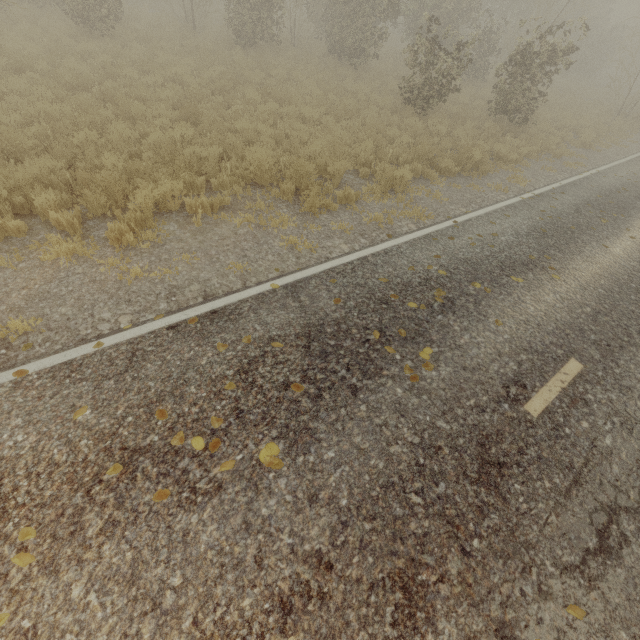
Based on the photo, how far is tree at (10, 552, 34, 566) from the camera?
2.4 meters

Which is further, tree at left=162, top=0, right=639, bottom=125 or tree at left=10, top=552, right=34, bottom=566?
tree at left=162, top=0, right=639, bottom=125

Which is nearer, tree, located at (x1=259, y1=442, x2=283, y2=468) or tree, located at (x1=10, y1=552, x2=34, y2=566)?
tree, located at (x1=10, y1=552, x2=34, y2=566)

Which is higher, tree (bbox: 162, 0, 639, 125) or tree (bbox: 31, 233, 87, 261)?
tree (bbox: 162, 0, 639, 125)

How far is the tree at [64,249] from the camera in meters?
5.0

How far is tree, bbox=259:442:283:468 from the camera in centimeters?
315cm

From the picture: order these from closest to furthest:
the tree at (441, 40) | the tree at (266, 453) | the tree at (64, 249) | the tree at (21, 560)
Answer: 1. the tree at (21, 560)
2. the tree at (266, 453)
3. the tree at (64, 249)
4. the tree at (441, 40)

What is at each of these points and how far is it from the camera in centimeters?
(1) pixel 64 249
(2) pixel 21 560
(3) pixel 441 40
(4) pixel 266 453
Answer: (1) tree, 502cm
(2) tree, 245cm
(3) tree, 1986cm
(4) tree, 323cm
